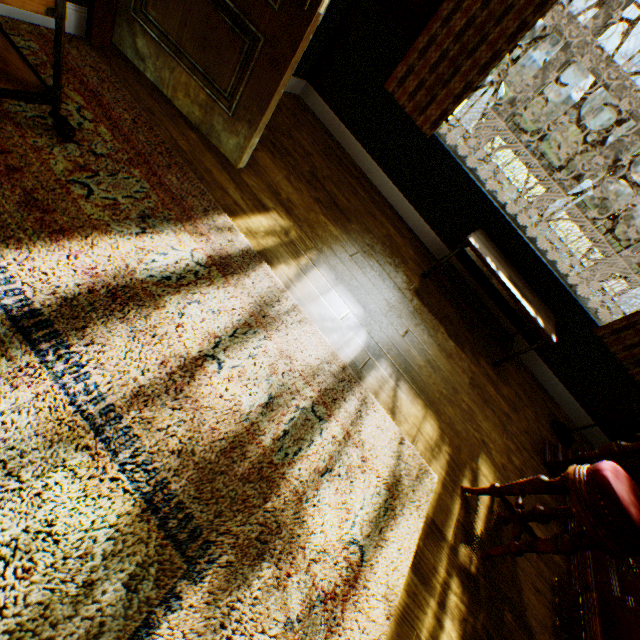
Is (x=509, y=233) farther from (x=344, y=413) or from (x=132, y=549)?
(x=132, y=549)

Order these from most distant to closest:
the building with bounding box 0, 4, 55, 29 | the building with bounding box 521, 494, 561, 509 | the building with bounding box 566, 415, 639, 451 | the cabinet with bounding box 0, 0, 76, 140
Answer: the building with bounding box 566, 415, 639, 451, the building with bounding box 521, 494, 561, 509, the building with bounding box 0, 4, 55, 29, the cabinet with bounding box 0, 0, 76, 140

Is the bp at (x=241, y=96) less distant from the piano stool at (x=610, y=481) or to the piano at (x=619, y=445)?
the piano stool at (x=610, y=481)

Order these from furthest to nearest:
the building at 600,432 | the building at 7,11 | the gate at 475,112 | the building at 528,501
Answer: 1. the gate at 475,112
2. the building at 600,432
3. the building at 528,501
4. the building at 7,11

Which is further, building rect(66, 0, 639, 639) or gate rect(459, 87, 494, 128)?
gate rect(459, 87, 494, 128)

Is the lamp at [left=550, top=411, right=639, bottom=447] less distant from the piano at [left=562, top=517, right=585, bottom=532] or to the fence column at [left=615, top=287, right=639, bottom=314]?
the piano at [left=562, top=517, right=585, bottom=532]

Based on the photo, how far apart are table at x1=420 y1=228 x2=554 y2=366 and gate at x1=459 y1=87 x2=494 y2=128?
14.5 meters

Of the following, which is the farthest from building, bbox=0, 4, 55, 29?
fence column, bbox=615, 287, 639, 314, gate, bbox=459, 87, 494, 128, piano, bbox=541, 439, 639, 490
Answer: fence column, bbox=615, 287, 639, 314
